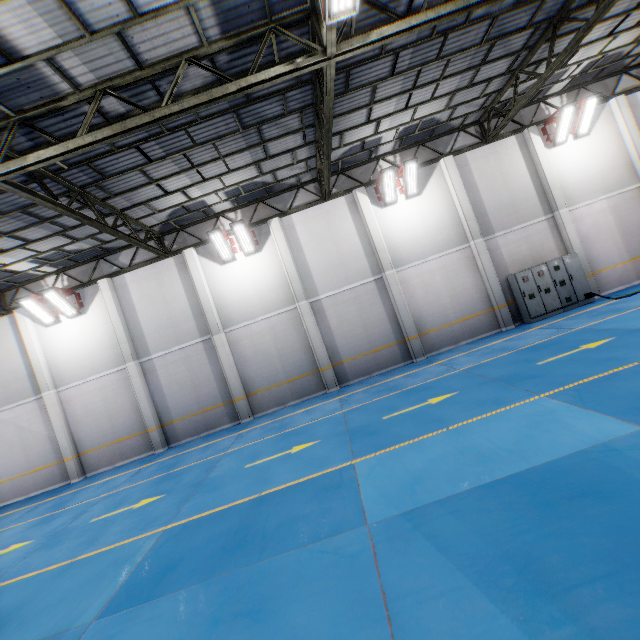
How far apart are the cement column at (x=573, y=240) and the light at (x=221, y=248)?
13.6 meters

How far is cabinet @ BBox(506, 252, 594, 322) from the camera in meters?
13.4 m

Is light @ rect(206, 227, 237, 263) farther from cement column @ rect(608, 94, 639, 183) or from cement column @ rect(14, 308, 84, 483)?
cement column @ rect(608, 94, 639, 183)

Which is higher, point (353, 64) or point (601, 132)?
point (353, 64)

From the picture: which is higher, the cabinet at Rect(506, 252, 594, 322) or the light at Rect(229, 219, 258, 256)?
the light at Rect(229, 219, 258, 256)

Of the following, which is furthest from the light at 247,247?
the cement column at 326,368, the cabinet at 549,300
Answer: the cabinet at 549,300

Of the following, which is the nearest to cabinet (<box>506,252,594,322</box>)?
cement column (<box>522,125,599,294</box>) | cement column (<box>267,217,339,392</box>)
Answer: cement column (<box>522,125,599,294</box>)

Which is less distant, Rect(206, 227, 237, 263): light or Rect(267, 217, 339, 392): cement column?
Rect(206, 227, 237, 263): light
